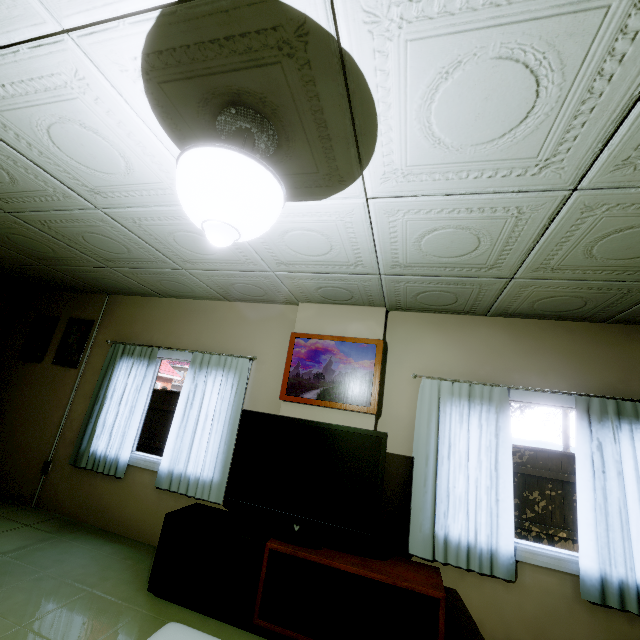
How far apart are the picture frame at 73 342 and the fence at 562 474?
7.73m

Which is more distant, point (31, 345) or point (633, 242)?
point (31, 345)

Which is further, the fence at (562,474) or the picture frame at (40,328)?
the fence at (562,474)

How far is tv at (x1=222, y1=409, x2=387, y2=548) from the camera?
2.5 meters

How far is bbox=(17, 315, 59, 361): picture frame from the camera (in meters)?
4.68

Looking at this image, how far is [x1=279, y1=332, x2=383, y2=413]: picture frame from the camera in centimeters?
320cm

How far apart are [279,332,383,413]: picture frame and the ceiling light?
2.0m

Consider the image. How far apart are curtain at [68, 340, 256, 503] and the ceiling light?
2.3m
